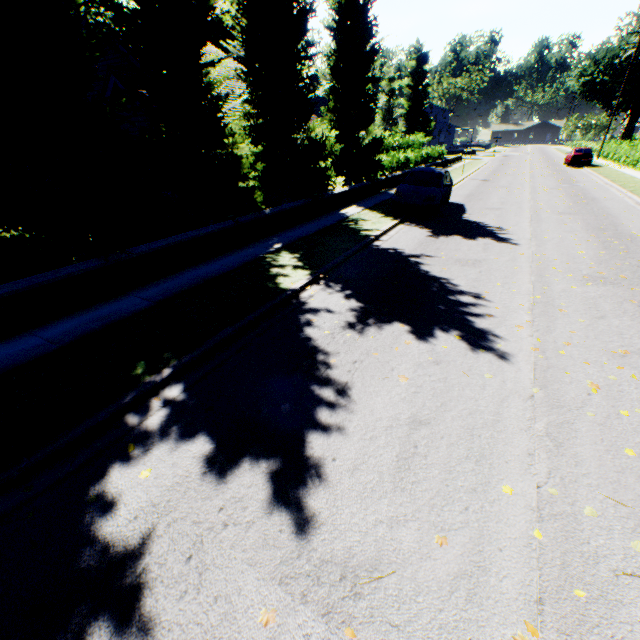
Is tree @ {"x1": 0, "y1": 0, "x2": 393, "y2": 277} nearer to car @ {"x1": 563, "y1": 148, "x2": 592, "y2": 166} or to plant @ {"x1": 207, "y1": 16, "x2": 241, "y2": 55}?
plant @ {"x1": 207, "y1": 16, "x2": 241, "y2": 55}

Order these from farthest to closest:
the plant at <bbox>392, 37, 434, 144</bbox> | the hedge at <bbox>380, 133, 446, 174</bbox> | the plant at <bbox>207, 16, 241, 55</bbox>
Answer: the plant at <bbox>392, 37, 434, 144</bbox> → the plant at <bbox>207, 16, 241, 55</bbox> → the hedge at <bbox>380, 133, 446, 174</bbox>

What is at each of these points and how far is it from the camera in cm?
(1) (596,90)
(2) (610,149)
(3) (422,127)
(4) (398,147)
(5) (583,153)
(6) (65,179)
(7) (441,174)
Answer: (1) plant, 5103
(2) hedge, 3588
(3) plant, 5556
(4) hedge, 3117
(5) car, 3036
(6) tree, 702
(7) car, 1371

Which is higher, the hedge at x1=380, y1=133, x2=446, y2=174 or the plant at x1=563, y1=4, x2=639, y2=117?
the plant at x1=563, y1=4, x2=639, y2=117

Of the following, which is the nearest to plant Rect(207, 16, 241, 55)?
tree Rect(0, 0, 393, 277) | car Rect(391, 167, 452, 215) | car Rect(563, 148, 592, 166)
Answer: tree Rect(0, 0, 393, 277)

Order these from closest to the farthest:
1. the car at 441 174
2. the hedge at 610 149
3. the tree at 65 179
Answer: the tree at 65 179
the car at 441 174
the hedge at 610 149

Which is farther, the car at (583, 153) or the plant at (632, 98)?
the plant at (632, 98)

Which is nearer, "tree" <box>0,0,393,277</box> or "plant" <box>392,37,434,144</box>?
"tree" <box>0,0,393,277</box>
